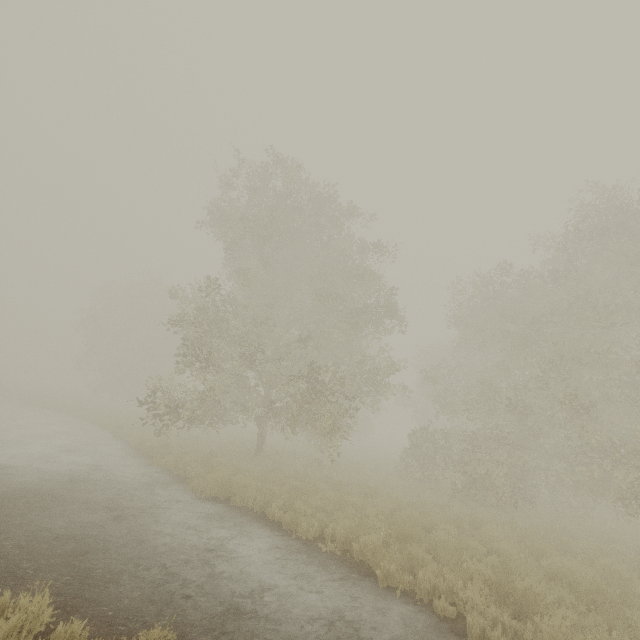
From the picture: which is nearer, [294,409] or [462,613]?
[462,613]
